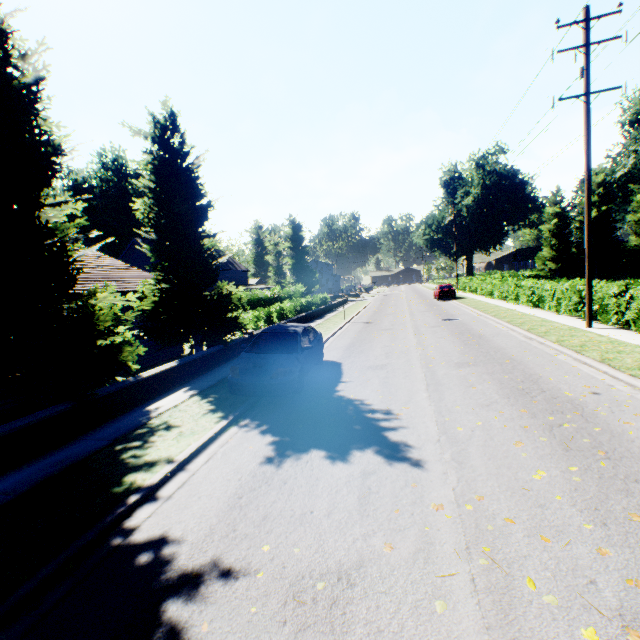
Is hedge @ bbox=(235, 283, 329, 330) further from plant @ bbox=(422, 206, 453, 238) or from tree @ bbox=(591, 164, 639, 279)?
plant @ bbox=(422, 206, 453, 238)

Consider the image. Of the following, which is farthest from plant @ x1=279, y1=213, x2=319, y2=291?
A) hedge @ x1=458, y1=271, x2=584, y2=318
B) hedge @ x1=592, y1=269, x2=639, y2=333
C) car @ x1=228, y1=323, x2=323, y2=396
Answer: car @ x1=228, y1=323, x2=323, y2=396

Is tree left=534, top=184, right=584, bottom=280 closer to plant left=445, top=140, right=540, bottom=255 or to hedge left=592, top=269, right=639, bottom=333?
plant left=445, top=140, right=540, bottom=255

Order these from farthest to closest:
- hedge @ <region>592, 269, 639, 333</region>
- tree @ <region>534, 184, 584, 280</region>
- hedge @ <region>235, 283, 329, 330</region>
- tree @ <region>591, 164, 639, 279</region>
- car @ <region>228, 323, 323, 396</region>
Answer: tree @ <region>534, 184, 584, 280</region> < tree @ <region>591, 164, 639, 279</region> < hedge @ <region>235, 283, 329, 330</region> < hedge @ <region>592, 269, 639, 333</region> < car @ <region>228, 323, 323, 396</region>

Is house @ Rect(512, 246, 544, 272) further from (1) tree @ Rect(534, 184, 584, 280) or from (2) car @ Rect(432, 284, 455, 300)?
(2) car @ Rect(432, 284, 455, 300)

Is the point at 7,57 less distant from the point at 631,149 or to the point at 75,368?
the point at 75,368

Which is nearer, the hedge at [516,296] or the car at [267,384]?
the car at [267,384]

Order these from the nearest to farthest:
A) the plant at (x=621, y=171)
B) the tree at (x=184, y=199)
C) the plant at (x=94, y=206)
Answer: the tree at (x=184, y=199) → the plant at (x=621, y=171) → the plant at (x=94, y=206)
